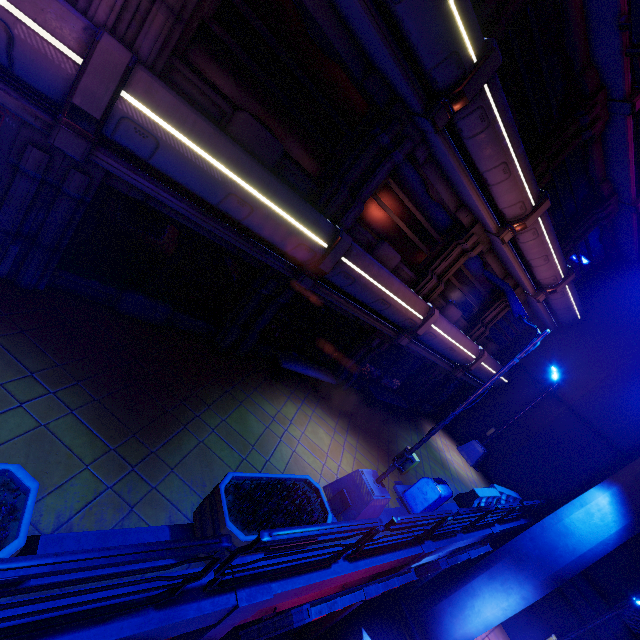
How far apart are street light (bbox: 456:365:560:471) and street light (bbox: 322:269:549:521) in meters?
10.6

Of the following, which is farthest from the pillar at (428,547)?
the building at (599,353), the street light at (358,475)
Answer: the building at (599,353)

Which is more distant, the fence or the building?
the building

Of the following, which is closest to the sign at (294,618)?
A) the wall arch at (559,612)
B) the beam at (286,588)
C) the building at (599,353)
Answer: the beam at (286,588)

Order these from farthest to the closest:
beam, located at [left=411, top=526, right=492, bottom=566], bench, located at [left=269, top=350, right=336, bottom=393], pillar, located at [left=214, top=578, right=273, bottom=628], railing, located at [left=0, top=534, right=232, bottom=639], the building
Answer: the building, bench, located at [left=269, top=350, right=336, bottom=393], beam, located at [left=411, top=526, right=492, bottom=566], pillar, located at [left=214, top=578, right=273, bottom=628], railing, located at [left=0, top=534, right=232, bottom=639]

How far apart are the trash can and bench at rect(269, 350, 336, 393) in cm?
355

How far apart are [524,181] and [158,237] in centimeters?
977cm

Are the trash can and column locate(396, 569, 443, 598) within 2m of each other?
no
